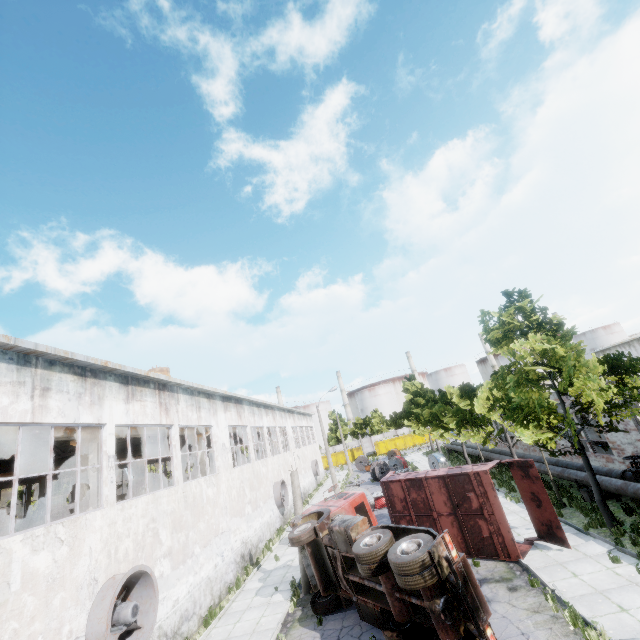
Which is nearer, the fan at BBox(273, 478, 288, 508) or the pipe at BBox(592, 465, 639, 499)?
the pipe at BBox(592, 465, 639, 499)

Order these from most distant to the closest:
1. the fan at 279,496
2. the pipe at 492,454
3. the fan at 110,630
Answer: the fan at 279,496 → the pipe at 492,454 → the fan at 110,630

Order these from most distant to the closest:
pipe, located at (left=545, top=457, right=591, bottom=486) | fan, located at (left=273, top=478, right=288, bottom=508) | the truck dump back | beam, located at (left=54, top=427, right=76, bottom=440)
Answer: fan, located at (left=273, top=478, right=288, bottom=508), pipe, located at (left=545, top=457, right=591, bottom=486), beam, located at (left=54, top=427, right=76, bottom=440), the truck dump back

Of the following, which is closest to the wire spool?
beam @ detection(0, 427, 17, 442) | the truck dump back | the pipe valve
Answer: the pipe valve

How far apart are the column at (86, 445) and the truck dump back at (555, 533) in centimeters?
1666cm

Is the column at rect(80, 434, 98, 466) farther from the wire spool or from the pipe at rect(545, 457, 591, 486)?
the wire spool

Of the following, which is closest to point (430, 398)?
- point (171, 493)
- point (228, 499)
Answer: point (228, 499)

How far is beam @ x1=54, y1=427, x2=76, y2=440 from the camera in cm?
1235
